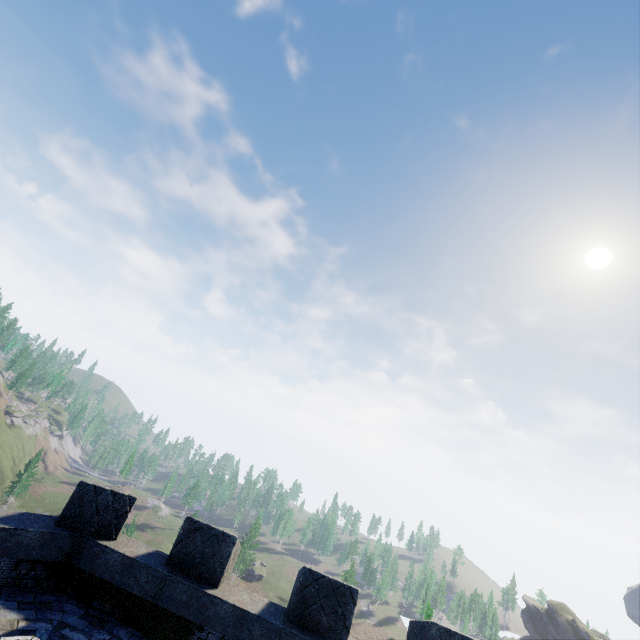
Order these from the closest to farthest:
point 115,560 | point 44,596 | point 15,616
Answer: point 15,616 → point 44,596 → point 115,560
